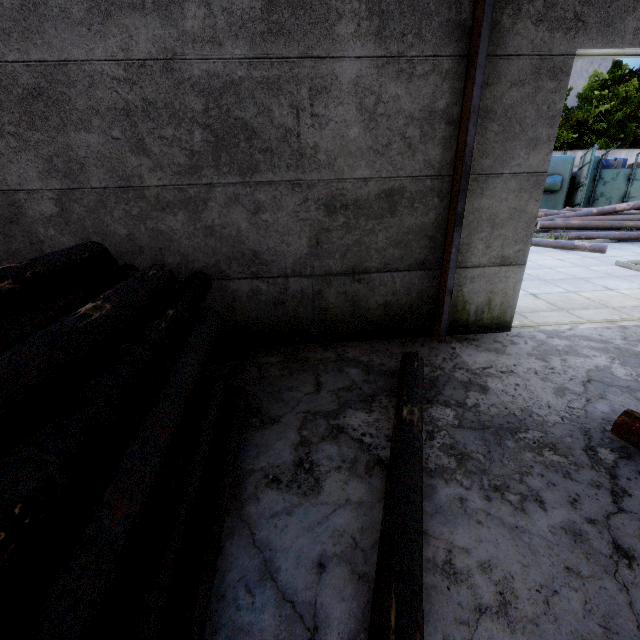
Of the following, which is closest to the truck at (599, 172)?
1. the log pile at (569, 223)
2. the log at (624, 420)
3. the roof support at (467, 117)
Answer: → the log pile at (569, 223)

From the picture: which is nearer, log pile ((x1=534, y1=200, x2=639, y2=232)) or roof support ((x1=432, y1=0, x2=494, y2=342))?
roof support ((x1=432, y1=0, x2=494, y2=342))

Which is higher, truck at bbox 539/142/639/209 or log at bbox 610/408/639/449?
truck at bbox 539/142/639/209

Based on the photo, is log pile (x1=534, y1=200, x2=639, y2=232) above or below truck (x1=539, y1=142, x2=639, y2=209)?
below

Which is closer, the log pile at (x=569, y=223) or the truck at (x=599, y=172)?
the log pile at (x=569, y=223)

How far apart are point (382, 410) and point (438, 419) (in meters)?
0.63

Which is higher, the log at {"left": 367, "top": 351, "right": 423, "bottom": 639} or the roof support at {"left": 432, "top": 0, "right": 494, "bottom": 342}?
the roof support at {"left": 432, "top": 0, "right": 494, "bottom": 342}

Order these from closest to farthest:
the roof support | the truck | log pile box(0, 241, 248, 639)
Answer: log pile box(0, 241, 248, 639), the roof support, the truck
